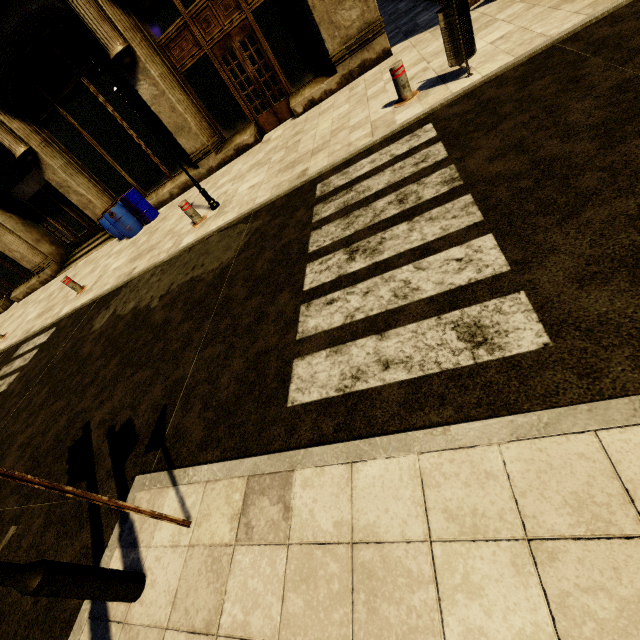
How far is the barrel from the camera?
10.2m

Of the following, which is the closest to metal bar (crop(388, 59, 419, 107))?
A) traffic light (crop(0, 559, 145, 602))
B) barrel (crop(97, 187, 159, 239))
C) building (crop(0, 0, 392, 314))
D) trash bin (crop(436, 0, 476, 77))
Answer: trash bin (crop(436, 0, 476, 77))

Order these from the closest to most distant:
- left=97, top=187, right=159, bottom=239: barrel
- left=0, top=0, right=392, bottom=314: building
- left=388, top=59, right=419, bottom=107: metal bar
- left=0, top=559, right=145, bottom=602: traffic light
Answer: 1. left=0, top=559, right=145, bottom=602: traffic light
2. left=388, top=59, right=419, bottom=107: metal bar
3. left=0, top=0, right=392, bottom=314: building
4. left=97, top=187, right=159, bottom=239: barrel

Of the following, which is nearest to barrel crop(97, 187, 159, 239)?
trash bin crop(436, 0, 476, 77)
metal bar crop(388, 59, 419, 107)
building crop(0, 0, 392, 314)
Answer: building crop(0, 0, 392, 314)

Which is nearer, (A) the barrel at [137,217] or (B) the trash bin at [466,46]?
(B) the trash bin at [466,46]

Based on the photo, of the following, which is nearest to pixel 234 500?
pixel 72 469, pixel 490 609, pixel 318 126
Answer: pixel 490 609

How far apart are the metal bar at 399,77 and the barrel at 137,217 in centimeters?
862cm
